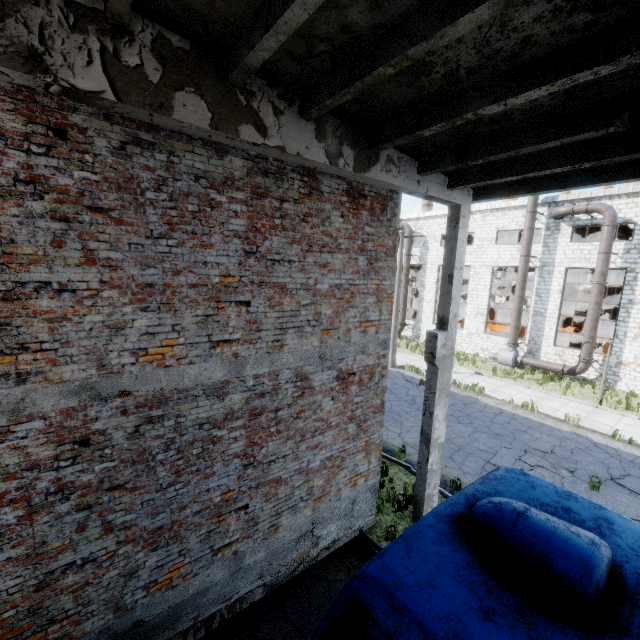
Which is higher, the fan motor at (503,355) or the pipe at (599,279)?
the pipe at (599,279)

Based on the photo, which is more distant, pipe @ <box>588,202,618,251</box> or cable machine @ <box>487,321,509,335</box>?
cable machine @ <box>487,321,509,335</box>

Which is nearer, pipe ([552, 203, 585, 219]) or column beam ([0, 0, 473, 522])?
column beam ([0, 0, 473, 522])

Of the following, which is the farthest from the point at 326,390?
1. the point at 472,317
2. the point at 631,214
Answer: the point at 472,317

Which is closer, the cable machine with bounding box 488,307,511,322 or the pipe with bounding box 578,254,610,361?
the pipe with bounding box 578,254,610,361

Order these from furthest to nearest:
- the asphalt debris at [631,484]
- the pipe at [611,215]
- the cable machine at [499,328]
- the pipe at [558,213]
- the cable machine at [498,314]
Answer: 1. the cable machine at [498,314]
2. the cable machine at [499,328]
3. the pipe at [558,213]
4. the pipe at [611,215]
5. the asphalt debris at [631,484]

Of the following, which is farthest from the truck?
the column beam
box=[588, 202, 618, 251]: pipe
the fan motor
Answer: the fan motor

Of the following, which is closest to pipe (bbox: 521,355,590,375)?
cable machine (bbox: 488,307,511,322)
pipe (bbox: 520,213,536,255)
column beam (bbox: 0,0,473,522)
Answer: pipe (bbox: 520,213,536,255)
